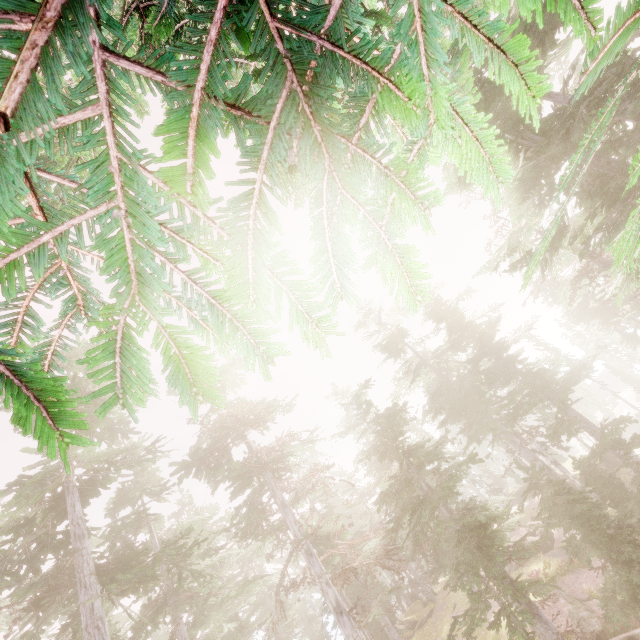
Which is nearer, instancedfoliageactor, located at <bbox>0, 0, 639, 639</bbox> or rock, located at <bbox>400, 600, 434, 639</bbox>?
instancedfoliageactor, located at <bbox>0, 0, 639, 639</bbox>

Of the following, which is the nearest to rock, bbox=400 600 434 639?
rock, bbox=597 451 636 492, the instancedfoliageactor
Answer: the instancedfoliageactor

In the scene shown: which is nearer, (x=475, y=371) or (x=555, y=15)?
(x=555, y=15)

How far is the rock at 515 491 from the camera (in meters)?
43.19

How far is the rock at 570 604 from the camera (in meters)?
15.67

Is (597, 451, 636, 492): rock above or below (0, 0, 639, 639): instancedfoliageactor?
below

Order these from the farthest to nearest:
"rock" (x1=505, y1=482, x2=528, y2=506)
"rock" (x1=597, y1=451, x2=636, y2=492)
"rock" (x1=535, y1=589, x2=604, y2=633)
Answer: "rock" (x1=505, y1=482, x2=528, y2=506)
"rock" (x1=597, y1=451, x2=636, y2=492)
"rock" (x1=535, y1=589, x2=604, y2=633)

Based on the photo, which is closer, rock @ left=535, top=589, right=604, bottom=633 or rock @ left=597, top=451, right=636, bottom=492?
rock @ left=535, top=589, right=604, bottom=633
